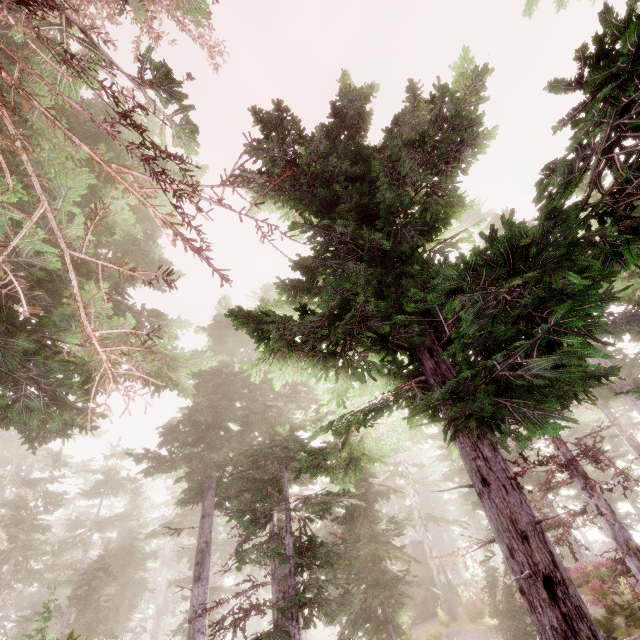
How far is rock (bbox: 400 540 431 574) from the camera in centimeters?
2345cm

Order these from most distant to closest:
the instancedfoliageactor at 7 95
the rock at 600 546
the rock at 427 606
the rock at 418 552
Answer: the rock at 600 546 < the rock at 418 552 < the rock at 427 606 < the instancedfoliageactor at 7 95

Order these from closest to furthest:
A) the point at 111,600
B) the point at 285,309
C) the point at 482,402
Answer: the point at 482,402 → the point at 285,309 → the point at 111,600

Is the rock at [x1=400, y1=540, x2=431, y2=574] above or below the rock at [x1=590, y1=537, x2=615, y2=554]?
above

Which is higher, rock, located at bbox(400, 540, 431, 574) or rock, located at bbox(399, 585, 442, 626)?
rock, located at bbox(400, 540, 431, 574)

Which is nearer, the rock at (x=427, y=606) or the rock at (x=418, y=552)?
the rock at (x=427, y=606)

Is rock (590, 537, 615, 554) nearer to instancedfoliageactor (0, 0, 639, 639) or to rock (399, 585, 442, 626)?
instancedfoliageactor (0, 0, 639, 639)
